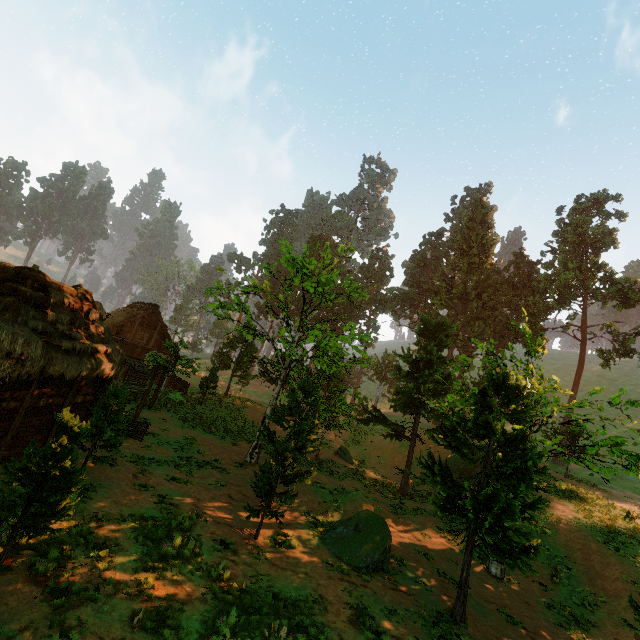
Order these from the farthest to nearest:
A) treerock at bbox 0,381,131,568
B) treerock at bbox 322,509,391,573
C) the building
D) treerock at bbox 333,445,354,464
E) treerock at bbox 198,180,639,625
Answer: treerock at bbox 333,445,354,464 < treerock at bbox 322,509,391,573 < treerock at bbox 198,180,639,625 < the building < treerock at bbox 0,381,131,568

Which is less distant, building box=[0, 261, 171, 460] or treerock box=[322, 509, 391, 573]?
building box=[0, 261, 171, 460]

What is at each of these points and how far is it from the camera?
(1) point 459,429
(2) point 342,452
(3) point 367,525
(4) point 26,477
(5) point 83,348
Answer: (1) treerock, 23.16m
(2) treerock, 27.73m
(3) treerock, 13.85m
(4) treerock, 6.59m
(5) building, 12.64m

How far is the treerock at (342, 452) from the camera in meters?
27.4 m

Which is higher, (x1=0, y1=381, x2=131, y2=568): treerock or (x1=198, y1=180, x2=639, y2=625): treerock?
(x1=198, y1=180, x2=639, y2=625): treerock

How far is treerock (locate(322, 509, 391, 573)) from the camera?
12.4 meters
